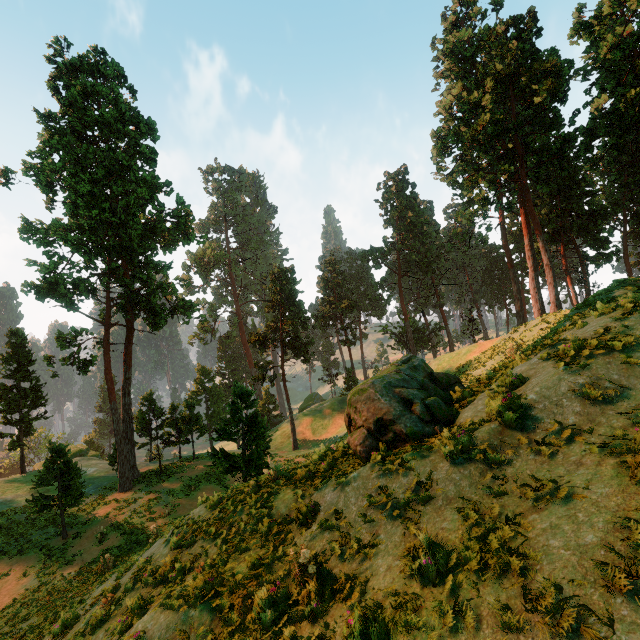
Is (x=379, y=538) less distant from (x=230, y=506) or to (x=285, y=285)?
(x=230, y=506)

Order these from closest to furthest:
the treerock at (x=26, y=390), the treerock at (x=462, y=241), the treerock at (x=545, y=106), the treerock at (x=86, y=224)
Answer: the treerock at (x=86, y=224), the treerock at (x=545, y=106), the treerock at (x=26, y=390), the treerock at (x=462, y=241)

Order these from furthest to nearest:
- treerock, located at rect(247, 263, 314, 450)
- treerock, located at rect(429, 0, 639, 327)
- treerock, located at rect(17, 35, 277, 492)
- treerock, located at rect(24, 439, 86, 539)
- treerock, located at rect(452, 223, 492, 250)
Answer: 1. treerock, located at rect(452, 223, 492, 250)
2. treerock, located at rect(247, 263, 314, 450)
3. treerock, located at rect(429, 0, 639, 327)
4. treerock, located at rect(17, 35, 277, 492)
5. treerock, located at rect(24, 439, 86, 539)

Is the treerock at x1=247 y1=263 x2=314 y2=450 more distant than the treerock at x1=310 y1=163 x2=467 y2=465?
Yes

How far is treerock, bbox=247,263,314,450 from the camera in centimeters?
4100cm

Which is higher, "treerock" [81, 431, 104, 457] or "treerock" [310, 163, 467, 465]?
"treerock" [310, 163, 467, 465]

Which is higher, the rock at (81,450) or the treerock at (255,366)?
the treerock at (255,366)
